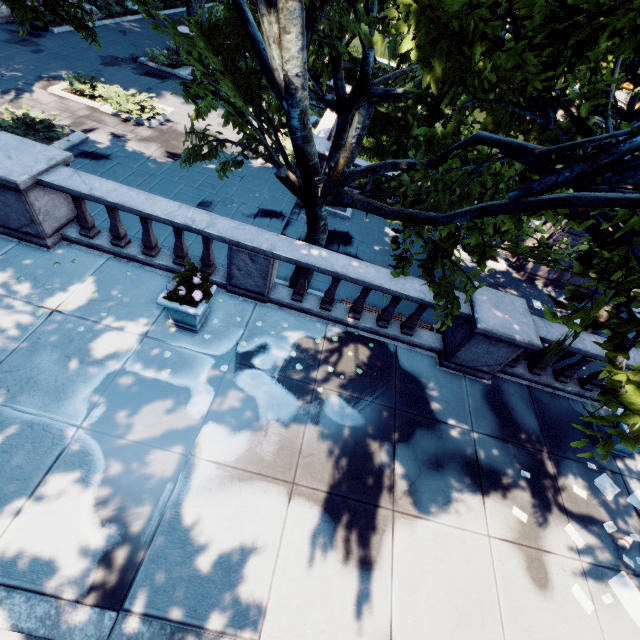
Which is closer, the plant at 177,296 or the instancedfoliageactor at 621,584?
the instancedfoliageactor at 621,584

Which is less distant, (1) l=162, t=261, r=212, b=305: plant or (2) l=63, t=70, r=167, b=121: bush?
(1) l=162, t=261, r=212, b=305: plant

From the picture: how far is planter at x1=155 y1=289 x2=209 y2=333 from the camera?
5.9m

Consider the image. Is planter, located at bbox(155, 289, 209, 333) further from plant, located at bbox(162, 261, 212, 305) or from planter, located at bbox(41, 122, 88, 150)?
planter, located at bbox(41, 122, 88, 150)

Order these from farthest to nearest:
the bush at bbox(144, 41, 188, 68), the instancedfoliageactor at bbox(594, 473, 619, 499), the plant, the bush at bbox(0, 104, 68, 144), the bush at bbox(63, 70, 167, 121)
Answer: the bush at bbox(144, 41, 188, 68) → the bush at bbox(63, 70, 167, 121) → the bush at bbox(0, 104, 68, 144) → the instancedfoliageactor at bbox(594, 473, 619, 499) → the plant

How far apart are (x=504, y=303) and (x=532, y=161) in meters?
3.7

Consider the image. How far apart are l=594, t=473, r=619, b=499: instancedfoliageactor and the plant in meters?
8.8

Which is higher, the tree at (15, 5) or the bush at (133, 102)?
the tree at (15, 5)
